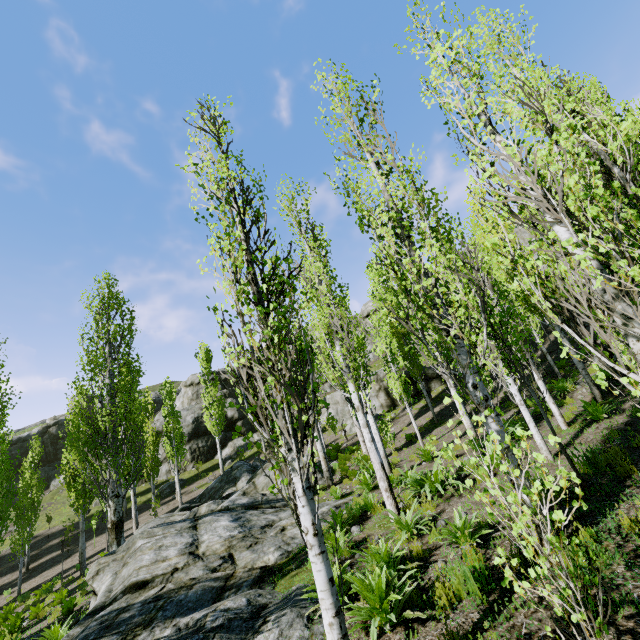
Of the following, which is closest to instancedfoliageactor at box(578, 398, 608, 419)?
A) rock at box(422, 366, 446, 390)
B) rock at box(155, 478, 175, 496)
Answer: rock at box(422, 366, 446, 390)

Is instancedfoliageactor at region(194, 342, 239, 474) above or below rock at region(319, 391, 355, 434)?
above

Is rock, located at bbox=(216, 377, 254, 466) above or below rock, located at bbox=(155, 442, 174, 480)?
above

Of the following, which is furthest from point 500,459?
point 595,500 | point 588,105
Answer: point 588,105

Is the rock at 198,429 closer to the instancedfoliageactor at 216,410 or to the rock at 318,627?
the instancedfoliageactor at 216,410

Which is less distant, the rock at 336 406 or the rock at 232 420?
the rock at 336 406

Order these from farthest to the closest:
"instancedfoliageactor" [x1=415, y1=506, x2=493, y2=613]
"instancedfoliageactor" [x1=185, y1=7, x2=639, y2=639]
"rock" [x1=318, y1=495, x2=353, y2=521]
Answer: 1. "rock" [x1=318, y1=495, x2=353, y2=521]
2. "instancedfoliageactor" [x1=415, y1=506, x2=493, y2=613]
3. "instancedfoliageactor" [x1=185, y1=7, x2=639, y2=639]
